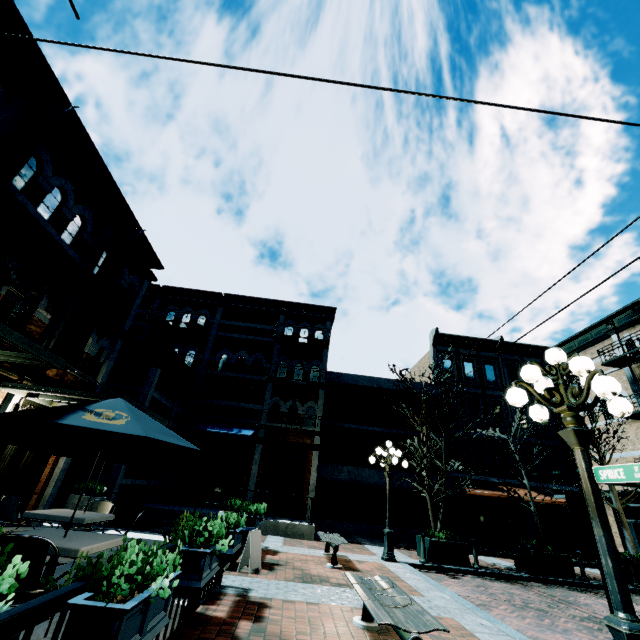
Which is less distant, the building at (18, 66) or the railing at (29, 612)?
the railing at (29, 612)

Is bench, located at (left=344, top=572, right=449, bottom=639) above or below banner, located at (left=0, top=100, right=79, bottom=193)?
below

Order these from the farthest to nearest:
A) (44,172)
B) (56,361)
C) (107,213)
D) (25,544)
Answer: (107,213) < (44,172) < (56,361) < (25,544)

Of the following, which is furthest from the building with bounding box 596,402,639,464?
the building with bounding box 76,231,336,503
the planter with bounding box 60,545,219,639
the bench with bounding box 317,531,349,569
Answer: the planter with bounding box 60,545,219,639

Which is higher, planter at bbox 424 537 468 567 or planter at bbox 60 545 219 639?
planter at bbox 60 545 219 639

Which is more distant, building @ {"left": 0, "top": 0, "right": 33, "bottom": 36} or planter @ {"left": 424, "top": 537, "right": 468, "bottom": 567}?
planter @ {"left": 424, "top": 537, "right": 468, "bottom": 567}

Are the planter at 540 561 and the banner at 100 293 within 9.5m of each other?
no

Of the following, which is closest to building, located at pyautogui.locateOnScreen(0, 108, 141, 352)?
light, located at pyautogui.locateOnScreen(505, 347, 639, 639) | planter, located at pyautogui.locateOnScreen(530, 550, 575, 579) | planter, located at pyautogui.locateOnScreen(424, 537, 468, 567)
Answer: light, located at pyautogui.locateOnScreen(505, 347, 639, 639)
